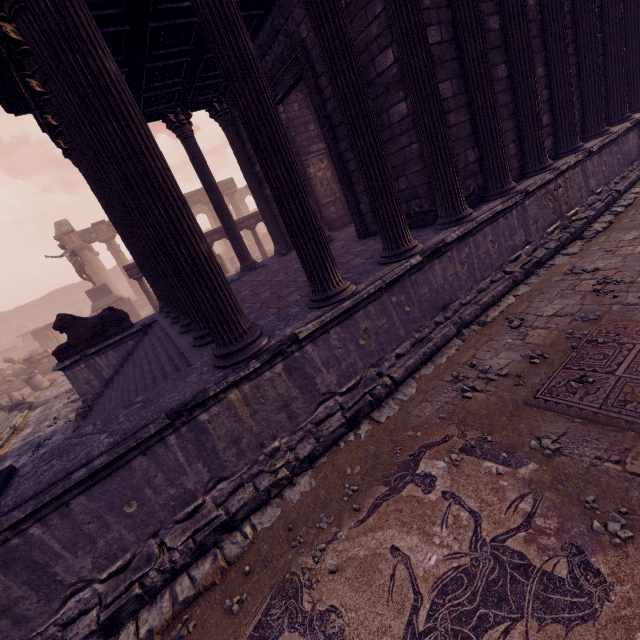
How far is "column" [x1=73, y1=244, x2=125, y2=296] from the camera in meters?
25.4 m

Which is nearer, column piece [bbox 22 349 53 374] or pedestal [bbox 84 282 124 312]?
column piece [bbox 22 349 53 374]

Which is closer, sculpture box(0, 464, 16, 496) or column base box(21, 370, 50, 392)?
sculpture box(0, 464, 16, 496)

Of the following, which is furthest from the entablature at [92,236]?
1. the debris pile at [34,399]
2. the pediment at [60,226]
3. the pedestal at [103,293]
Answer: the debris pile at [34,399]

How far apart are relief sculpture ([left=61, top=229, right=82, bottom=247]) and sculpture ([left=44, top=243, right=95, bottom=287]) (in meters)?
7.81

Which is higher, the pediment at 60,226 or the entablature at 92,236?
the pediment at 60,226

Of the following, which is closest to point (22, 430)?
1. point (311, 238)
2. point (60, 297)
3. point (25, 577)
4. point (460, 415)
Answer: point (25, 577)

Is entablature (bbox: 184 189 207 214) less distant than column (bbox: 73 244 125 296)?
No
